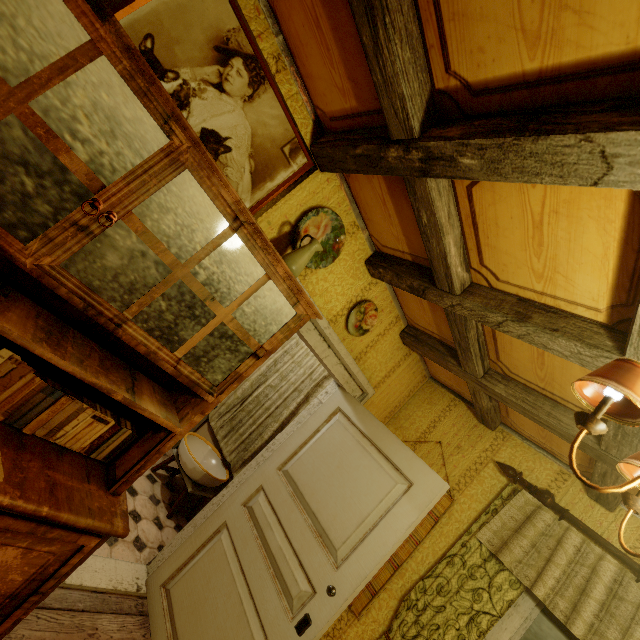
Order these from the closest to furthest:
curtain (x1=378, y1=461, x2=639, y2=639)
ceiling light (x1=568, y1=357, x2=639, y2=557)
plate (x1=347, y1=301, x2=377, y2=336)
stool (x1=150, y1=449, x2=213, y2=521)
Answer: ceiling light (x1=568, y1=357, x2=639, y2=557), curtain (x1=378, y1=461, x2=639, y2=639), plate (x1=347, y1=301, x2=377, y2=336), stool (x1=150, y1=449, x2=213, y2=521)

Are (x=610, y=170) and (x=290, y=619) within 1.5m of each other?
no

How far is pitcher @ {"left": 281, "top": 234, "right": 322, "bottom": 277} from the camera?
1.7 meters

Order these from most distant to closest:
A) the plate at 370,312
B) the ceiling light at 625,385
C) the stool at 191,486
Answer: the stool at 191,486 → the plate at 370,312 → the ceiling light at 625,385

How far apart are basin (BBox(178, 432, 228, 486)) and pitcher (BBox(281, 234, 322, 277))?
2.56m

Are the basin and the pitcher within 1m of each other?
no

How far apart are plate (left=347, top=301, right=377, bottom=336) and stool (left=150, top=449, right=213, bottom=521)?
2.4m

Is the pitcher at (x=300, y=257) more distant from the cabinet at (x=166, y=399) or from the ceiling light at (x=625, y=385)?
the ceiling light at (x=625, y=385)
